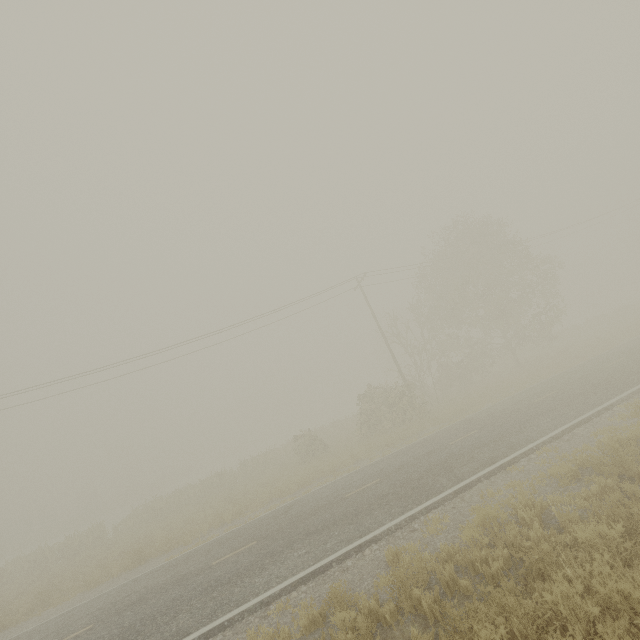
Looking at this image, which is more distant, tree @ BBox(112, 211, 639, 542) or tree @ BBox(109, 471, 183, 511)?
tree @ BBox(109, 471, 183, 511)

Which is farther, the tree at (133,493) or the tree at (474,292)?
Result: the tree at (133,493)

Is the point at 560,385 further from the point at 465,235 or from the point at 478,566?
the point at 465,235

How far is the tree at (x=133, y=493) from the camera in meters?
48.7

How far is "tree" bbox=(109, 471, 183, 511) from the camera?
48.7 meters
